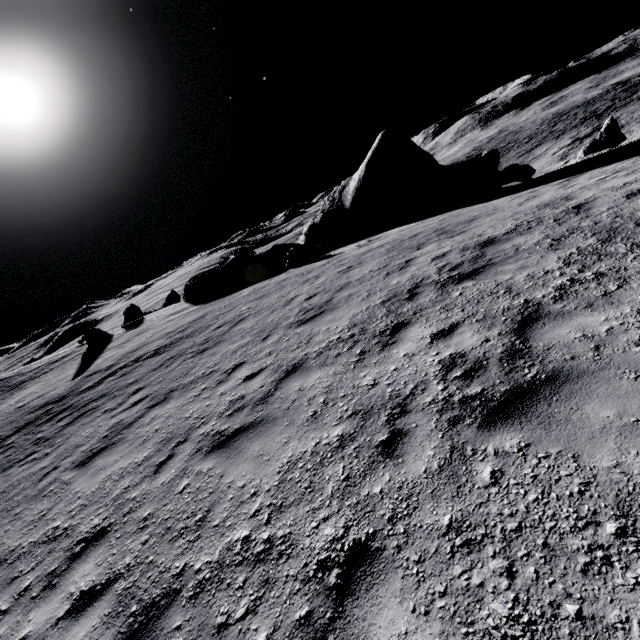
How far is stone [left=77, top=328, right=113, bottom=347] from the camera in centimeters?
2094cm

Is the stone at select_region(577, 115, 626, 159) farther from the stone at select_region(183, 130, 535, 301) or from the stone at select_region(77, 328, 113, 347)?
the stone at select_region(77, 328, 113, 347)

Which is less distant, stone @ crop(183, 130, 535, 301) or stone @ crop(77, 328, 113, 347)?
stone @ crop(183, 130, 535, 301)

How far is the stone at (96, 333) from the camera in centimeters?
2094cm

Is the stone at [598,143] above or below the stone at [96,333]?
below

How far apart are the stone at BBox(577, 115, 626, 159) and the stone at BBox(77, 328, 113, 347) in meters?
30.3

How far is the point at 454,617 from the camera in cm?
216
